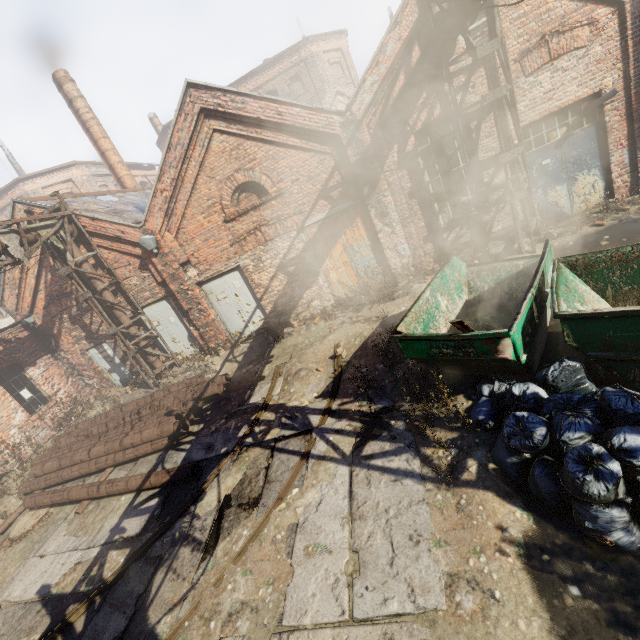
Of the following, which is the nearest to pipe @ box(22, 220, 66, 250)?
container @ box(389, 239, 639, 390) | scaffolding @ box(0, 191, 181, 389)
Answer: scaffolding @ box(0, 191, 181, 389)

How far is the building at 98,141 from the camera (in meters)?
14.52

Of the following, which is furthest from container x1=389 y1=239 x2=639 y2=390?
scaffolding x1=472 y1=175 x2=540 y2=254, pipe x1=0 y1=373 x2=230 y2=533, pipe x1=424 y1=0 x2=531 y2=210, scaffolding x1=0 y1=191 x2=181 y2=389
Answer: scaffolding x1=0 y1=191 x2=181 y2=389

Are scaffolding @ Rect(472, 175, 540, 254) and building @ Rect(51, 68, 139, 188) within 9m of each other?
no

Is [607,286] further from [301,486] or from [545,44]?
[545,44]

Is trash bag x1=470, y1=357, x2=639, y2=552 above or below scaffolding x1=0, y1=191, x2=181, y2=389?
below

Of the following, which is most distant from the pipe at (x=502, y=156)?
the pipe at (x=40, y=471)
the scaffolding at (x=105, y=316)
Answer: the pipe at (x=40, y=471)

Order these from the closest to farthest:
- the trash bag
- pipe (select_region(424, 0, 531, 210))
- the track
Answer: the trash bag → the track → pipe (select_region(424, 0, 531, 210))
